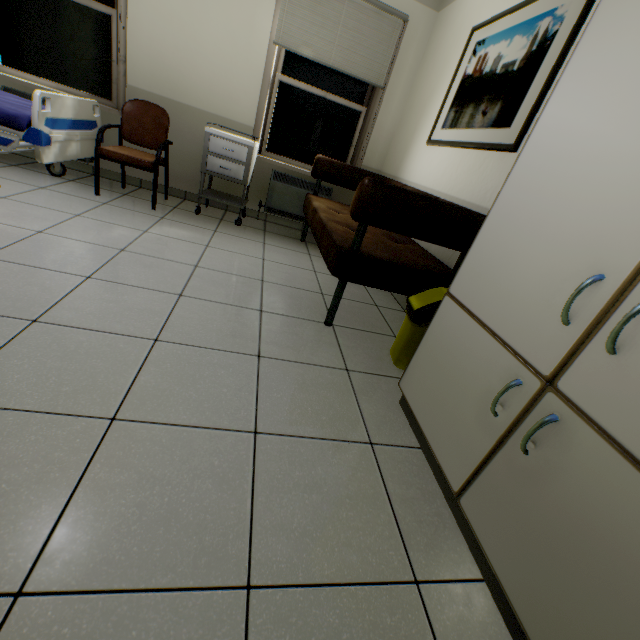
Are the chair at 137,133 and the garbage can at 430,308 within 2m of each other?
no

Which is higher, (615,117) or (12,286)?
(615,117)

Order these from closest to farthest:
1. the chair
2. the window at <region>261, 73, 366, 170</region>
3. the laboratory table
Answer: the laboratory table < the chair < the window at <region>261, 73, 366, 170</region>

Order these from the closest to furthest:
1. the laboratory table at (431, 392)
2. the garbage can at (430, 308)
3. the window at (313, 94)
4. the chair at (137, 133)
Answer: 1. the laboratory table at (431, 392)
2. the garbage can at (430, 308)
3. the chair at (137, 133)
4. the window at (313, 94)

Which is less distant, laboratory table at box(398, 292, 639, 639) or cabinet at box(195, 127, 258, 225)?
laboratory table at box(398, 292, 639, 639)

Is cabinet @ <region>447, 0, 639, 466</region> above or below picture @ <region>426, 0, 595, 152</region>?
below

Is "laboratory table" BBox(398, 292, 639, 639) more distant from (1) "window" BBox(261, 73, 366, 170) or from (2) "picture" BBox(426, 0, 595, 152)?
(1) "window" BBox(261, 73, 366, 170)

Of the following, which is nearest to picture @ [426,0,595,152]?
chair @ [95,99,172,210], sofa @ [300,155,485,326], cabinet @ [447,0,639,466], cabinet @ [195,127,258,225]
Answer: sofa @ [300,155,485,326]
